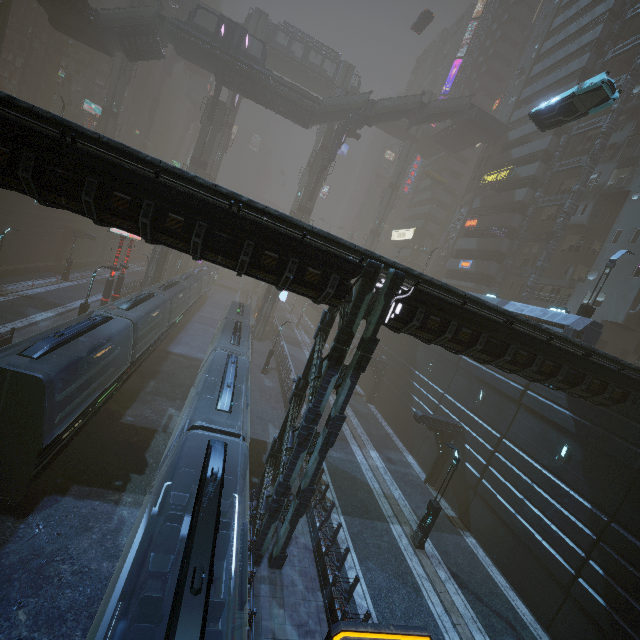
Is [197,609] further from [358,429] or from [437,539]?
[358,429]

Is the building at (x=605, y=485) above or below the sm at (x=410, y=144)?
below

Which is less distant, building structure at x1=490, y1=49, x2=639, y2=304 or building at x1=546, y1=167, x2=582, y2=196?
building structure at x1=490, y1=49, x2=639, y2=304

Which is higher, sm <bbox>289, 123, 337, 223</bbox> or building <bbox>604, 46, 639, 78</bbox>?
building <bbox>604, 46, 639, 78</bbox>

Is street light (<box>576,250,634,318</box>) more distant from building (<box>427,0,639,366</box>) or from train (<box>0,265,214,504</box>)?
train (<box>0,265,214,504</box>)

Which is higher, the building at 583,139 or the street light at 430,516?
the building at 583,139

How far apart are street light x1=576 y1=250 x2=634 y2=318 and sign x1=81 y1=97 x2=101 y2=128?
76.0 meters
